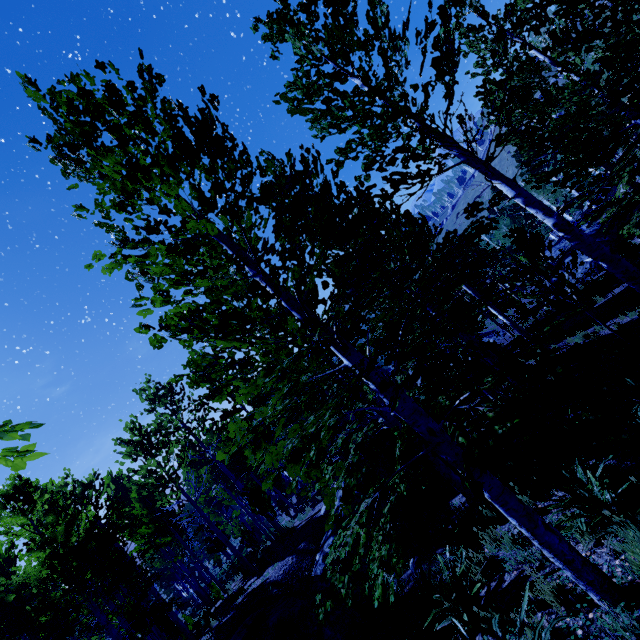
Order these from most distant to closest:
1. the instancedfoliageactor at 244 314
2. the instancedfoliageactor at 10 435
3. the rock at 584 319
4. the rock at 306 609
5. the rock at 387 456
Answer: the rock at 584 319
the rock at 387 456
the rock at 306 609
the instancedfoliageactor at 244 314
the instancedfoliageactor at 10 435

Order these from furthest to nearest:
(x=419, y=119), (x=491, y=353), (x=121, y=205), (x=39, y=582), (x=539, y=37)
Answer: (x=39, y=582) → (x=539, y=37) → (x=491, y=353) → (x=419, y=119) → (x=121, y=205)

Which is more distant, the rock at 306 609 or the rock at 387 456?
the rock at 387 456

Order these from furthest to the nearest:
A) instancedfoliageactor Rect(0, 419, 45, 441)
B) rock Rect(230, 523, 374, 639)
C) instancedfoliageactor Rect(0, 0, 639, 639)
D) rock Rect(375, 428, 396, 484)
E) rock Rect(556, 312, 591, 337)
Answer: rock Rect(556, 312, 591, 337) < rock Rect(375, 428, 396, 484) < rock Rect(230, 523, 374, 639) < instancedfoliageactor Rect(0, 0, 639, 639) < instancedfoliageactor Rect(0, 419, 45, 441)

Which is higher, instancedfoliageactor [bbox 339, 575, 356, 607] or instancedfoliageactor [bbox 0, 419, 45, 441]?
instancedfoliageactor [bbox 0, 419, 45, 441]

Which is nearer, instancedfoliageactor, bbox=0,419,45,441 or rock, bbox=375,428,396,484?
instancedfoliageactor, bbox=0,419,45,441
